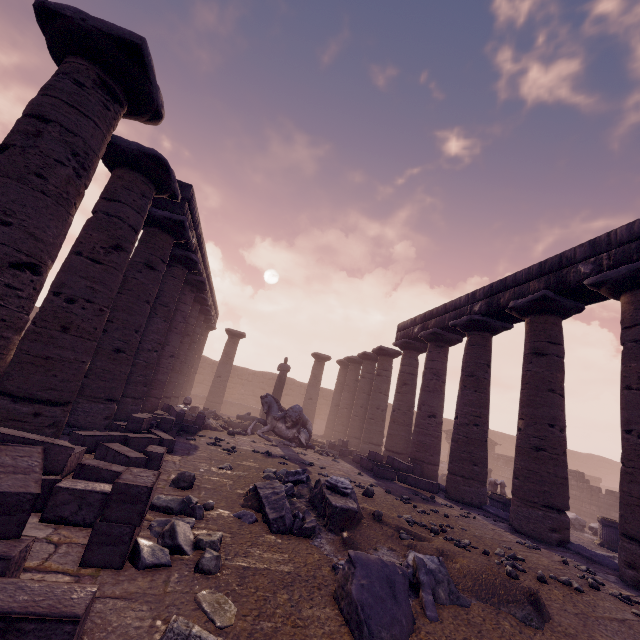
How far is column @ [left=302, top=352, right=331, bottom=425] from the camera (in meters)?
21.76

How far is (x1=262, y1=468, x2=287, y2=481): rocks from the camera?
6.43m

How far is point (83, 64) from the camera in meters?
4.2 m

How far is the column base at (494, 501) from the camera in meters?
9.5

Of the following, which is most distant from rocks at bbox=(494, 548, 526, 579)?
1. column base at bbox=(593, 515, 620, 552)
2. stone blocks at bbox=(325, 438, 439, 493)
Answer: column base at bbox=(593, 515, 620, 552)

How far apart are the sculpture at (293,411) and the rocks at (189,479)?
8.05m

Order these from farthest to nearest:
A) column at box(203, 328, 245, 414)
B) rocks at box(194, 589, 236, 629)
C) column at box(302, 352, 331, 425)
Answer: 1. column at box(302, 352, 331, 425)
2. column at box(203, 328, 245, 414)
3. rocks at box(194, 589, 236, 629)

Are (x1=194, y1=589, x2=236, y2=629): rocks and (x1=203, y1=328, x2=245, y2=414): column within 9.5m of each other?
no
